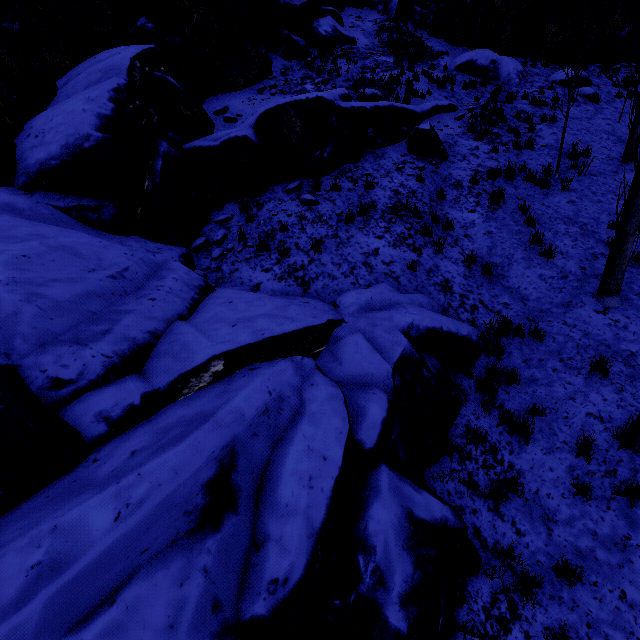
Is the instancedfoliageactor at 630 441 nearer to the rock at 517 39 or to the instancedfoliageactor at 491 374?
the instancedfoliageactor at 491 374

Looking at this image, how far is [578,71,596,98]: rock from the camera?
14.1m

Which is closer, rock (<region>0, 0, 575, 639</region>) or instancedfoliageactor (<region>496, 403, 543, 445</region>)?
rock (<region>0, 0, 575, 639</region>)

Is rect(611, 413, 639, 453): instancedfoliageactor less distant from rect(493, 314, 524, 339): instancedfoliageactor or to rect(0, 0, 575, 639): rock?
rect(493, 314, 524, 339): instancedfoliageactor

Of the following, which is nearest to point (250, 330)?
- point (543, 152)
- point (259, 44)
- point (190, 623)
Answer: point (190, 623)

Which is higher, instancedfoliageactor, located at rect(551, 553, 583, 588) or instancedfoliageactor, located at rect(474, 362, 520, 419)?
instancedfoliageactor, located at rect(474, 362, 520, 419)

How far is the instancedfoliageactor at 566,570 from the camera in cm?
375
